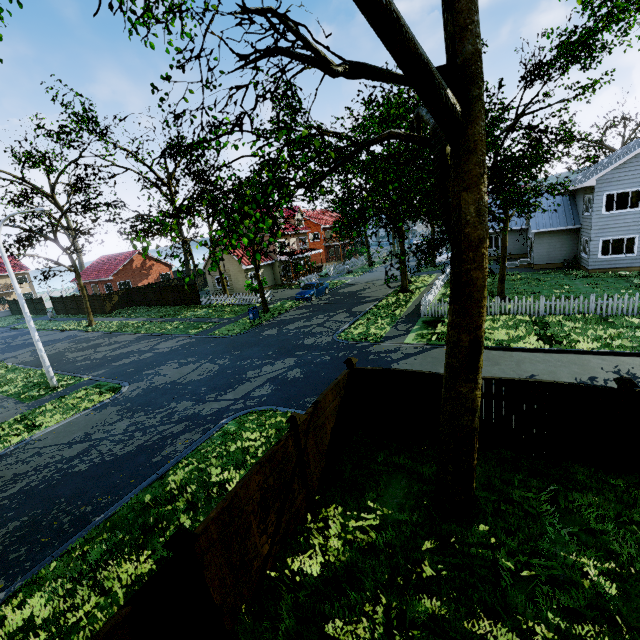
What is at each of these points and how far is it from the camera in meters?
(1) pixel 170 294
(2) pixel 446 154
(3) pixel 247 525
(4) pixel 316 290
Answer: (1) fence, 35.6 m
(2) tree, 5.5 m
(3) fence, 5.2 m
(4) car, 29.6 m

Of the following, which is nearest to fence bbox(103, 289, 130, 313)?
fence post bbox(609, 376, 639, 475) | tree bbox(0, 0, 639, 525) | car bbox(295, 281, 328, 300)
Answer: fence post bbox(609, 376, 639, 475)

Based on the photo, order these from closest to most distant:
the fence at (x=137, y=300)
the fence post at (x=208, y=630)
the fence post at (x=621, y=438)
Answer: the fence post at (x=208, y=630) < the fence post at (x=621, y=438) < the fence at (x=137, y=300)

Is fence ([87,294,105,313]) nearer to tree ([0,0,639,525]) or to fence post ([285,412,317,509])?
fence post ([285,412,317,509])

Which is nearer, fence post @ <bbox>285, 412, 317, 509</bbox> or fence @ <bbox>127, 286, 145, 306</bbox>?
fence post @ <bbox>285, 412, 317, 509</bbox>

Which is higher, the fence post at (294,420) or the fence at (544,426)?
the fence post at (294,420)

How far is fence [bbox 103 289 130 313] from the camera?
37.2m
